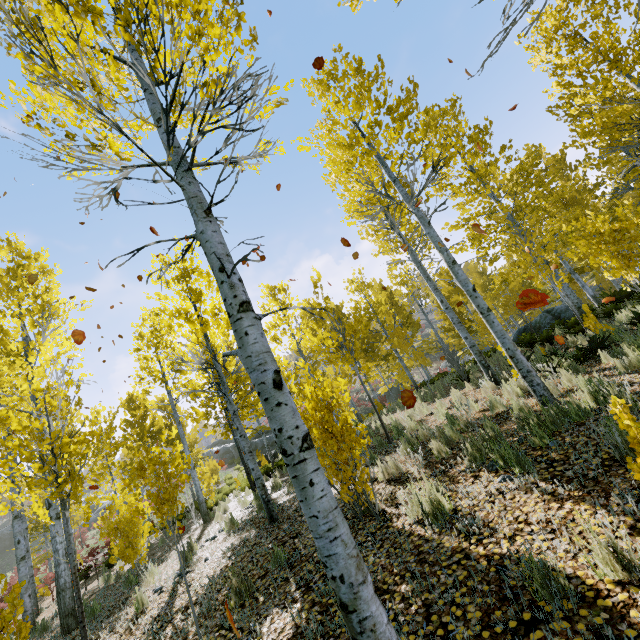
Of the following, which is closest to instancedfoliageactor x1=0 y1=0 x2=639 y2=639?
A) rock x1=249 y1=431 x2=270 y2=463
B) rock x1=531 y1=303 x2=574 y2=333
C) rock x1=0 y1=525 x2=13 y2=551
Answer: rock x1=531 y1=303 x2=574 y2=333

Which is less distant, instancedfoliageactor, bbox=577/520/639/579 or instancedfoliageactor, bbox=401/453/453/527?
instancedfoliageactor, bbox=577/520/639/579

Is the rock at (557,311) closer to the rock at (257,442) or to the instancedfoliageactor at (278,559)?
the instancedfoliageactor at (278,559)

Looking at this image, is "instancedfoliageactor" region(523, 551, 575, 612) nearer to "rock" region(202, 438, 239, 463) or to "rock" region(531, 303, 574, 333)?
"rock" region(531, 303, 574, 333)

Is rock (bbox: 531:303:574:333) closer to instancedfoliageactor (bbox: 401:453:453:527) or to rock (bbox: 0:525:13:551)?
instancedfoliageactor (bbox: 401:453:453:527)

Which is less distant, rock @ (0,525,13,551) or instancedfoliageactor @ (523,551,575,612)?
instancedfoliageactor @ (523,551,575,612)

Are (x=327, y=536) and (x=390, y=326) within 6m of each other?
no

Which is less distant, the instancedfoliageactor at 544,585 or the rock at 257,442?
the instancedfoliageactor at 544,585
